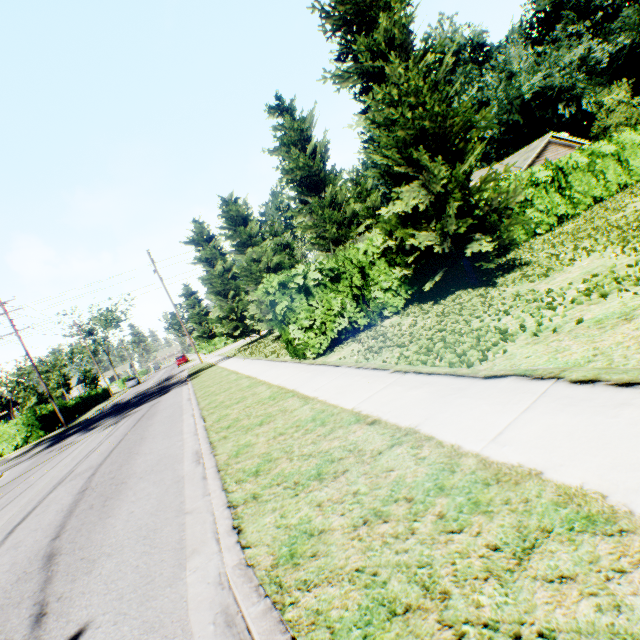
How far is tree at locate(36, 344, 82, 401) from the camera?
46.09m

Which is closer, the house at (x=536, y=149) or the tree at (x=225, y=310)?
the tree at (x=225, y=310)

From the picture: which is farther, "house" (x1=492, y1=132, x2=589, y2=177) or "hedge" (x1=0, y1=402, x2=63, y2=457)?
"house" (x1=492, y1=132, x2=589, y2=177)

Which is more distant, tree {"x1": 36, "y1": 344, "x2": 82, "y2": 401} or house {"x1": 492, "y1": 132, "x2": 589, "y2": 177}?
tree {"x1": 36, "y1": 344, "x2": 82, "y2": 401}

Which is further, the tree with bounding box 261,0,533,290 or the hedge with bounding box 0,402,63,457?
the hedge with bounding box 0,402,63,457

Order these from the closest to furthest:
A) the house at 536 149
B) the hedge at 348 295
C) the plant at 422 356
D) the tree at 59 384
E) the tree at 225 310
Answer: the plant at 422 356 → the hedge at 348 295 → the tree at 225 310 → the house at 536 149 → the tree at 59 384

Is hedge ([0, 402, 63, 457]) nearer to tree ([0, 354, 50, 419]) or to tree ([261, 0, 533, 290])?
tree ([0, 354, 50, 419])

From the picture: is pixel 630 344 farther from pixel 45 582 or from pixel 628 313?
pixel 45 582
